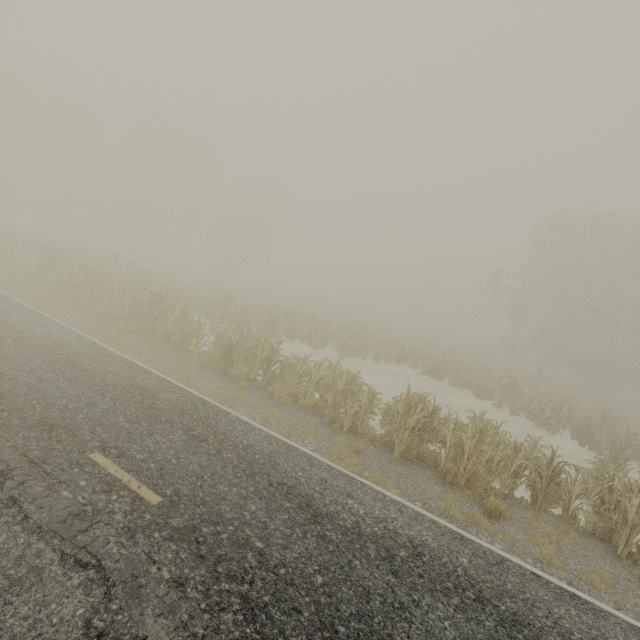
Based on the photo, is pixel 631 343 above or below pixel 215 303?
above
